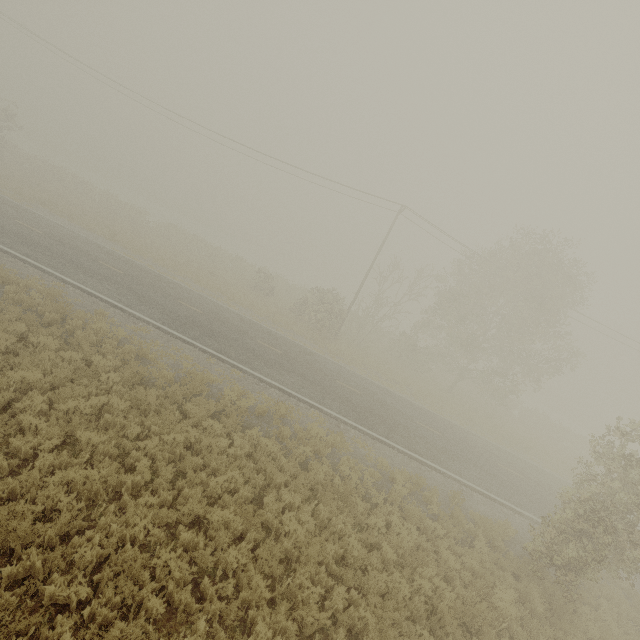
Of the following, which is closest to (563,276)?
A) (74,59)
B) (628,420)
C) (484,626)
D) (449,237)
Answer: (449,237)
